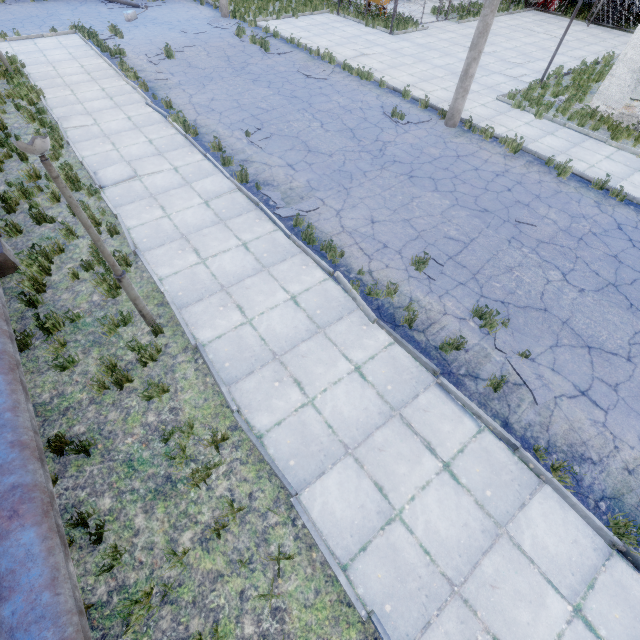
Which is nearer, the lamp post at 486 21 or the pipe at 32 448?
the pipe at 32 448

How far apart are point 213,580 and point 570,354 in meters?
6.8 m

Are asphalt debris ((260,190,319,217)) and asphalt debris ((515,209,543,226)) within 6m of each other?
yes

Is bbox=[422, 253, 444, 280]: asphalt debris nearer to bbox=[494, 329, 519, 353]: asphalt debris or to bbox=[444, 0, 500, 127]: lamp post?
bbox=[494, 329, 519, 353]: asphalt debris

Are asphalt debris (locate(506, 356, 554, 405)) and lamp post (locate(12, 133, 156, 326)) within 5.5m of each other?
no

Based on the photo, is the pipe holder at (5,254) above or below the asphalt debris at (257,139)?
above

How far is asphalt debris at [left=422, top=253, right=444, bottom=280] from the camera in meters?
7.0

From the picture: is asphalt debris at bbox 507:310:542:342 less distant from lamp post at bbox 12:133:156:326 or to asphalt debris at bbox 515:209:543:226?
asphalt debris at bbox 515:209:543:226
